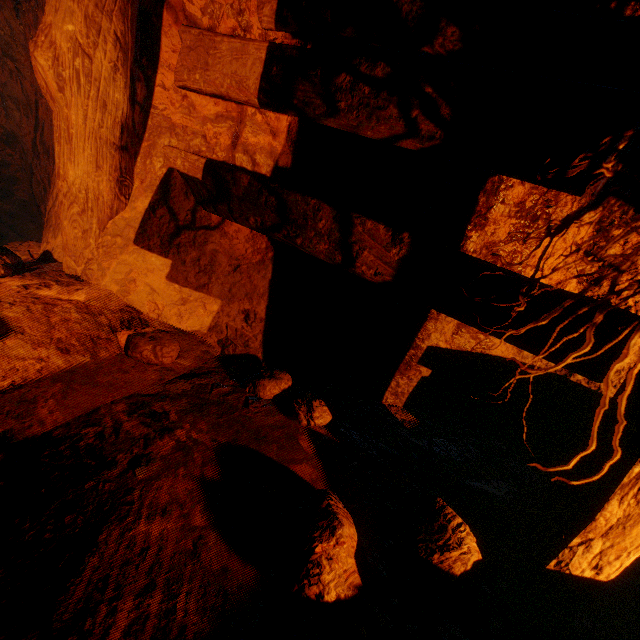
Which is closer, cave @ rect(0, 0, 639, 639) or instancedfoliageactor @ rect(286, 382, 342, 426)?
cave @ rect(0, 0, 639, 639)

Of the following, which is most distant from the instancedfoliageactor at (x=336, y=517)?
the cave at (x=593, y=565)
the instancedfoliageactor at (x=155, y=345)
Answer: the instancedfoliageactor at (x=155, y=345)

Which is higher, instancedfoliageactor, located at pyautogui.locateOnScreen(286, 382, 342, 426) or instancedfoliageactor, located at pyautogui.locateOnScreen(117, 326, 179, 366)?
instancedfoliageactor, located at pyautogui.locateOnScreen(117, 326, 179, 366)

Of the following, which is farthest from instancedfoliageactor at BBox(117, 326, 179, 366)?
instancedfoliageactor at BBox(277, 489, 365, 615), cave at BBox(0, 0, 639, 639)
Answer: instancedfoliageactor at BBox(277, 489, 365, 615)

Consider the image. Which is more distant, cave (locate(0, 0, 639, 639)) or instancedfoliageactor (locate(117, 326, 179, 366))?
instancedfoliageactor (locate(117, 326, 179, 366))

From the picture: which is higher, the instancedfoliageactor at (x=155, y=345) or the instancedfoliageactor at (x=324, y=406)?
the instancedfoliageactor at (x=155, y=345)

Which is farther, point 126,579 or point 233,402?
point 233,402

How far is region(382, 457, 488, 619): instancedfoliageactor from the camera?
1.01m
